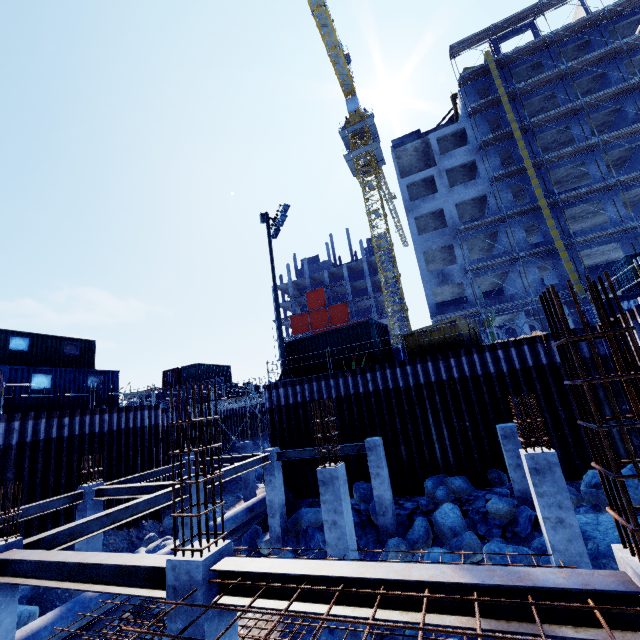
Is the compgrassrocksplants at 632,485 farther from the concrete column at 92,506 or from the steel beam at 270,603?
the concrete column at 92,506

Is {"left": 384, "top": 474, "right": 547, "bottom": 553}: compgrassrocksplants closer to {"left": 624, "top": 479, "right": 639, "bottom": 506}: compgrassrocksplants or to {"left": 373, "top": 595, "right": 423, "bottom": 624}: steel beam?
{"left": 624, "top": 479, "right": 639, "bottom": 506}: compgrassrocksplants

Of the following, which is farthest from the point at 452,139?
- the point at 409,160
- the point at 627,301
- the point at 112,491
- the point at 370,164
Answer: the point at 112,491

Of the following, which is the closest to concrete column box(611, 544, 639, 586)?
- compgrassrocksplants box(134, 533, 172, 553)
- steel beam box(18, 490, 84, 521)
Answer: steel beam box(18, 490, 84, 521)

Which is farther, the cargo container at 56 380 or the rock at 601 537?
the cargo container at 56 380

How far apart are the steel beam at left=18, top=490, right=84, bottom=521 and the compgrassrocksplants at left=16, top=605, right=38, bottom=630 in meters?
2.6 m

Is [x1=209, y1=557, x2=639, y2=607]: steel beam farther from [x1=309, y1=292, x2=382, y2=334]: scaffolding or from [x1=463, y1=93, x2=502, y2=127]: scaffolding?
[x1=309, y1=292, x2=382, y2=334]: scaffolding

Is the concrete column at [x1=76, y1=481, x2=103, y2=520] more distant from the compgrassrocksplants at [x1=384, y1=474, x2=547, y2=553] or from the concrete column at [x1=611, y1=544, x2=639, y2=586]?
the concrete column at [x1=611, y1=544, x2=639, y2=586]
